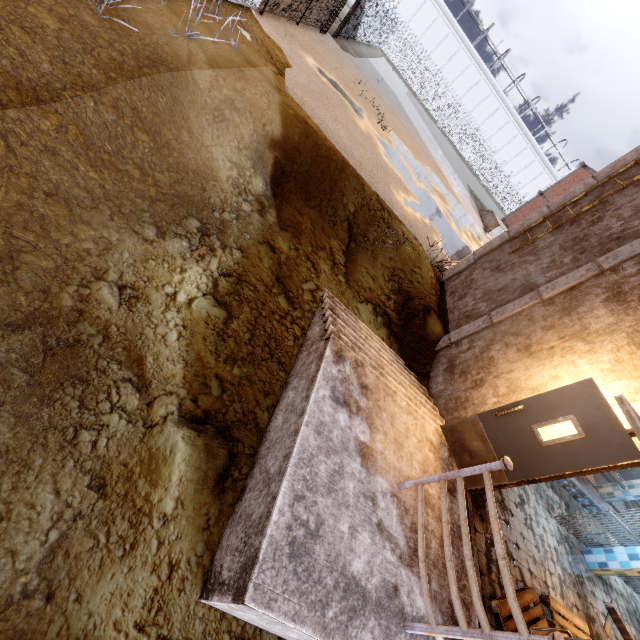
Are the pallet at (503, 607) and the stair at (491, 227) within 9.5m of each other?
no

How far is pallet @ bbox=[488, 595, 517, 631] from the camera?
3.9 meters

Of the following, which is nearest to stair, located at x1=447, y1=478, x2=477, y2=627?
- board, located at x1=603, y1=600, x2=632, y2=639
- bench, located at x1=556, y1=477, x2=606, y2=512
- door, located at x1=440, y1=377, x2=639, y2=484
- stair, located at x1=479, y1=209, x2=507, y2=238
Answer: door, located at x1=440, y1=377, x2=639, y2=484

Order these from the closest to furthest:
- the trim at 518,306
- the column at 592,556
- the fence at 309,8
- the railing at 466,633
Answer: the railing at 466,633
the trim at 518,306
the column at 592,556
the fence at 309,8

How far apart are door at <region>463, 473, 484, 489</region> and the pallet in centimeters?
49cm

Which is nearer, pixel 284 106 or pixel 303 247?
pixel 303 247

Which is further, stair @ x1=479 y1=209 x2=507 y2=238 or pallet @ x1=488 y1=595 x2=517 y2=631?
stair @ x1=479 y1=209 x2=507 y2=238

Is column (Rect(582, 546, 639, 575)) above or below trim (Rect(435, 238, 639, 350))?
below
